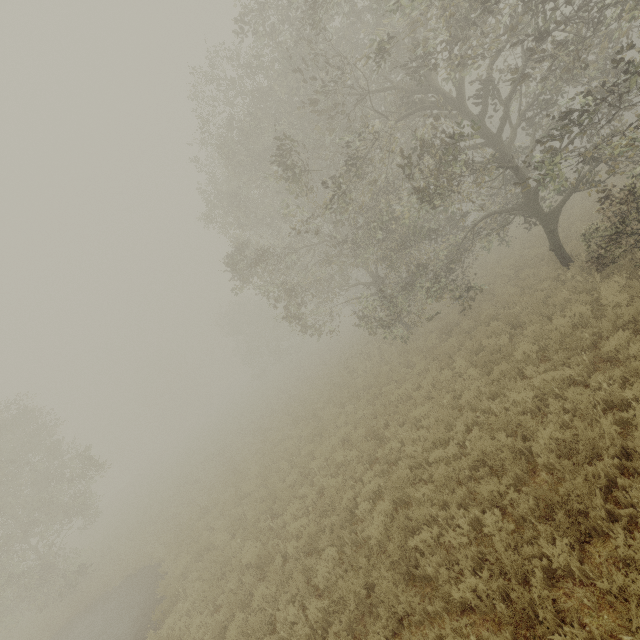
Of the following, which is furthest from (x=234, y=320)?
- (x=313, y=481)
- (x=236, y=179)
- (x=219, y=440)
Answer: (x=313, y=481)
